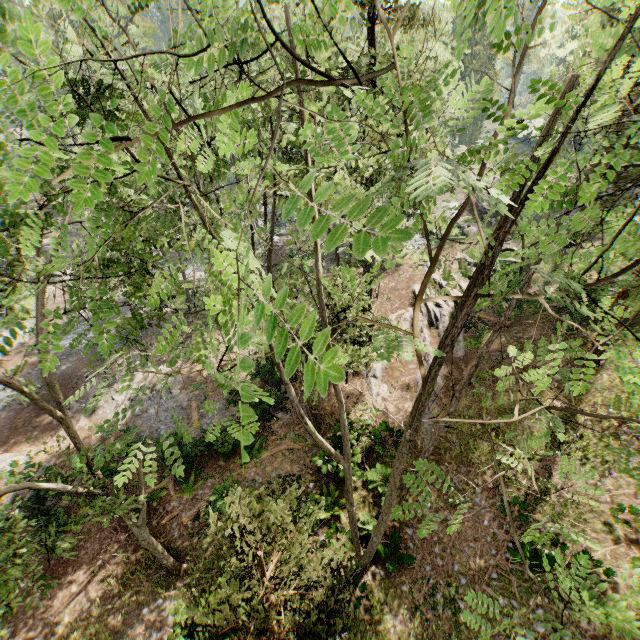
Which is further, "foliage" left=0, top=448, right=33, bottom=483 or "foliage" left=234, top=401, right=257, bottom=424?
"foliage" left=0, top=448, right=33, bottom=483

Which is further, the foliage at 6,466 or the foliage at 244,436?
the foliage at 6,466

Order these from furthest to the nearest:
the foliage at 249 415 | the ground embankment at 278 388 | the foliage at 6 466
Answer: the ground embankment at 278 388 → the foliage at 6 466 → the foliage at 249 415

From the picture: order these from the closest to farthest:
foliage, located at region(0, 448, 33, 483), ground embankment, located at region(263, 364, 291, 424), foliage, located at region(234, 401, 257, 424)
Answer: foliage, located at region(234, 401, 257, 424)
foliage, located at region(0, 448, 33, 483)
ground embankment, located at region(263, 364, 291, 424)

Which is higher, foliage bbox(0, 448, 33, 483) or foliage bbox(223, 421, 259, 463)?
foliage bbox(223, 421, 259, 463)

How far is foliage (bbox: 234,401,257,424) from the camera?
1.64m

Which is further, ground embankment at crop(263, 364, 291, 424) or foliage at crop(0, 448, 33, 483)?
ground embankment at crop(263, 364, 291, 424)

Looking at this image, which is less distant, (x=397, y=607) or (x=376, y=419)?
(x=397, y=607)
